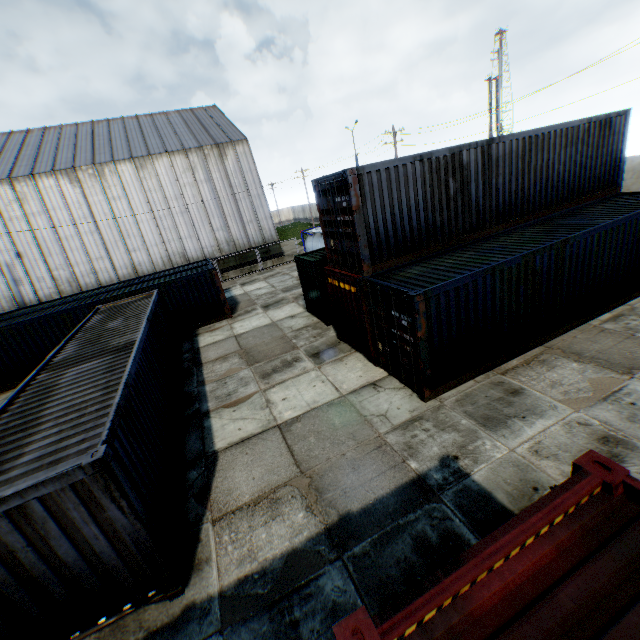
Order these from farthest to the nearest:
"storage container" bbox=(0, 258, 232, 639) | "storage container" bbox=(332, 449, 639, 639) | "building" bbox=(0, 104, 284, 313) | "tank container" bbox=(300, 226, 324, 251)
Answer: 1. "building" bbox=(0, 104, 284, 313)
2. "tank container" bbox=(300, 226, 324, 251)
3. "storage container" bbox=(0, 258, 232, 639)
4. "storage container" bbox=(332, 449, 639, 639)

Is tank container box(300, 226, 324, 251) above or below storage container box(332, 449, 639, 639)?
below

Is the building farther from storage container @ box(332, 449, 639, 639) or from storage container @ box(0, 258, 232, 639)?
storage container @ box(332, 449, 639, 639)

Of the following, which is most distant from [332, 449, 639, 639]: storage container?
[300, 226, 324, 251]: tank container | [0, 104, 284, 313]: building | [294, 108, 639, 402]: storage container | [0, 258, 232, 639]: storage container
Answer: [0, 104, 284, 313]: building

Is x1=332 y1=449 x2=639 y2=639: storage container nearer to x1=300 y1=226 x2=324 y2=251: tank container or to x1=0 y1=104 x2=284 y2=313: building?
x1=300 y1=226 x2=324 y2=251: tank container

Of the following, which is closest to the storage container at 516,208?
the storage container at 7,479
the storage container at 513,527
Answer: the storage container at 513,527

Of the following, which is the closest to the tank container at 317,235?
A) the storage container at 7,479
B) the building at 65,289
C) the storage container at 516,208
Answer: the building at 65,289

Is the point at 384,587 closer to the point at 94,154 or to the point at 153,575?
the point at 153,575
